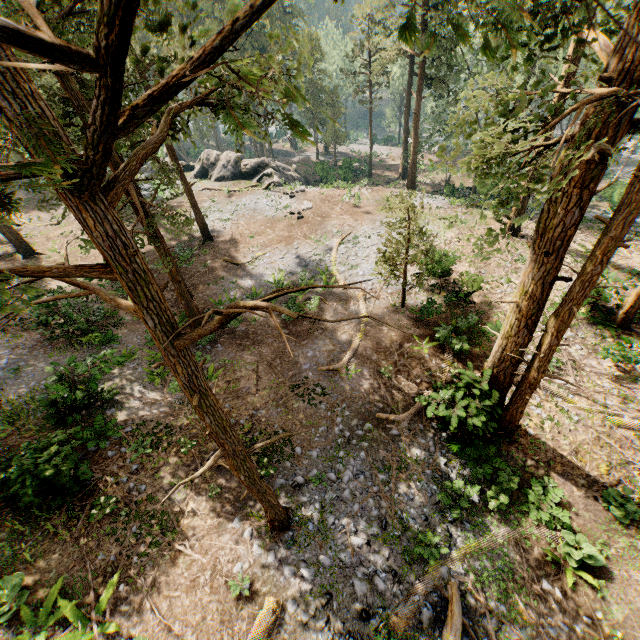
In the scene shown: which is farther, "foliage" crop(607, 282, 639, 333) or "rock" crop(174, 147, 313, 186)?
"rock" crop(174, 147, 313, 186)

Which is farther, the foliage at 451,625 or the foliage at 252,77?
the foliage at 451,625

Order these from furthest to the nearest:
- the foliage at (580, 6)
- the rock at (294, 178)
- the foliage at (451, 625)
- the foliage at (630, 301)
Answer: the rock at (294, 178), the foliage at (630, 301), the foliage at (451, 625), the foliage at (580, 6)

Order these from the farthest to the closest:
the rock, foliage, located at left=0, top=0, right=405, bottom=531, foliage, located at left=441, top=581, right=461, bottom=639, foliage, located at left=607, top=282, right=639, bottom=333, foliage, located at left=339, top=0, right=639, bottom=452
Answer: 1. the rock
2. foliage, located at left=607, top=282, right=639, bottom=333
3. foliage, located at left=441, top=581, right=461, bottom=639
4. foliage, located at left=339, top=0, right=639, bottom=452
5. foliage, located at left=0, top=0, right=405, bottom=531

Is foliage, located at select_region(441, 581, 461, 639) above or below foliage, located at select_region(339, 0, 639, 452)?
below

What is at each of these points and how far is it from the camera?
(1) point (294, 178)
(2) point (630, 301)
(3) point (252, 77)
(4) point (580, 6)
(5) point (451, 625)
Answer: (1) rock, 38.88m
(2) foliage, 15.52m
(3) foliage, 2.05m
(4) foliage, 3.78m
(5) foliage, 8.14m

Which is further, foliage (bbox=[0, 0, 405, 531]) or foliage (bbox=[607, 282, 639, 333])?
foliage (bbox=[607, 282, 639, 333])
